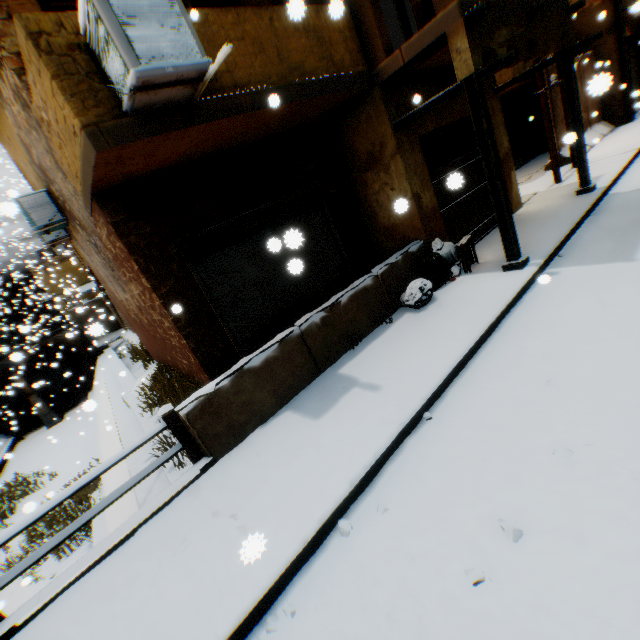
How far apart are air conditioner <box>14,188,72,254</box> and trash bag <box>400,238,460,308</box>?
7.5 meters

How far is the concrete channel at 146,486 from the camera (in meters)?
5.31

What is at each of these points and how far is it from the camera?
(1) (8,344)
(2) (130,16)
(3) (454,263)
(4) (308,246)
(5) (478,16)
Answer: (1) building, 35.12m
(2) air conditioner, 2.91m
(3) trash bag, 6.55m
(4) rolling overhead door, 6.99m
(5) wooden beam, 4.42m

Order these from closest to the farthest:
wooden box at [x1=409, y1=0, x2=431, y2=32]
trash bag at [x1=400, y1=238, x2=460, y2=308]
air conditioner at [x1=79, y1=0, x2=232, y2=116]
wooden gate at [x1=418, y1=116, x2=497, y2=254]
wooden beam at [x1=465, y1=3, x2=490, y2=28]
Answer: air conditioner at [x1=79, y1=0, x2=232, y2=116]
wooden beam at [x1=465, y1=3, x2=490, y2=28]
wooden box at [x1=409, y1=0, x2=431, y2=32]
trash bag at [x1=400, y1=238, x2=460, y2=308]
wooden gate at [x1=418, y1=116, x2=497, y2=254]

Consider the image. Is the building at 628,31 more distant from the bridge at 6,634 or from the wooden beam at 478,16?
the bridge at 6,634

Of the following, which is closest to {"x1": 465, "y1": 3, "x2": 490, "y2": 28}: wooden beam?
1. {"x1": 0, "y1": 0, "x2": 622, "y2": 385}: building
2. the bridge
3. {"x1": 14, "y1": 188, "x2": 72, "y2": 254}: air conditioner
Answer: {"x1": 0, "y1": 0, "x2": 622, "y2": 385}: building

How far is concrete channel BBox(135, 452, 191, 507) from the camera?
5.3m

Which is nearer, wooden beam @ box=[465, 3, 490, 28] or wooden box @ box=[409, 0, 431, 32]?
wooden beam @ box=[465, 3, 490, 28]
